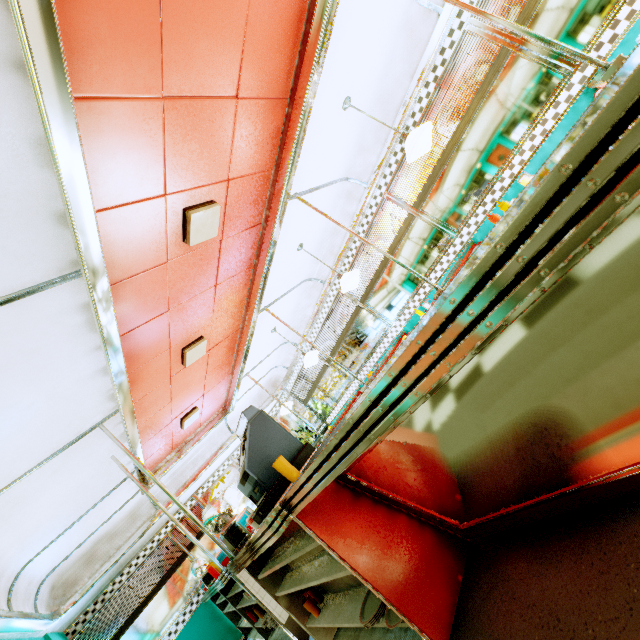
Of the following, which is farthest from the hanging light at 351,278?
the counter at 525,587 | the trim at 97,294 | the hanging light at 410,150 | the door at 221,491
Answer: the door at 221,491

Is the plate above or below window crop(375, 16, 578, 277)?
below

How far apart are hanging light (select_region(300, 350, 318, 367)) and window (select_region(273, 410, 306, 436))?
3.1 meters

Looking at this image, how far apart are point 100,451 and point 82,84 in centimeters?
374cm

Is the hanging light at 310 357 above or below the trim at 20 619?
below

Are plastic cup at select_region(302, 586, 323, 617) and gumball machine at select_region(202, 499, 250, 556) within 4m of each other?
yes

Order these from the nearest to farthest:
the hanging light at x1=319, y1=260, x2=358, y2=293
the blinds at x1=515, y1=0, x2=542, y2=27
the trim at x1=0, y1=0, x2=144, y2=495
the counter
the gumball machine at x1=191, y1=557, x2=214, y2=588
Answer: the counter, the trim at x1=0, y1=0, x2=144, y2=495, the blinds at x1=515, y1=0, x2=542, y2=27, the hanging light at x1=319, y1=260, x2=358, y2=293, the gumball machine at x1=191, y1=557, x2=214, y2=588

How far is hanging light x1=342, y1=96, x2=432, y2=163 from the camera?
3.22m
